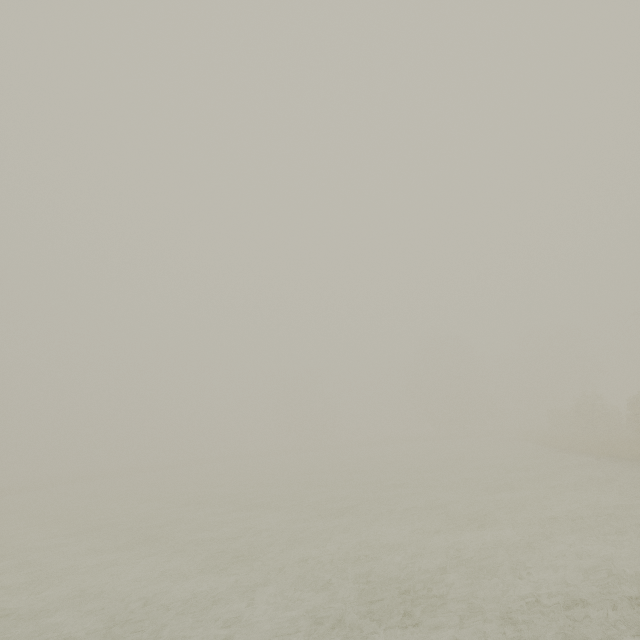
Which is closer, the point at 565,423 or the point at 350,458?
the point at 565,423
